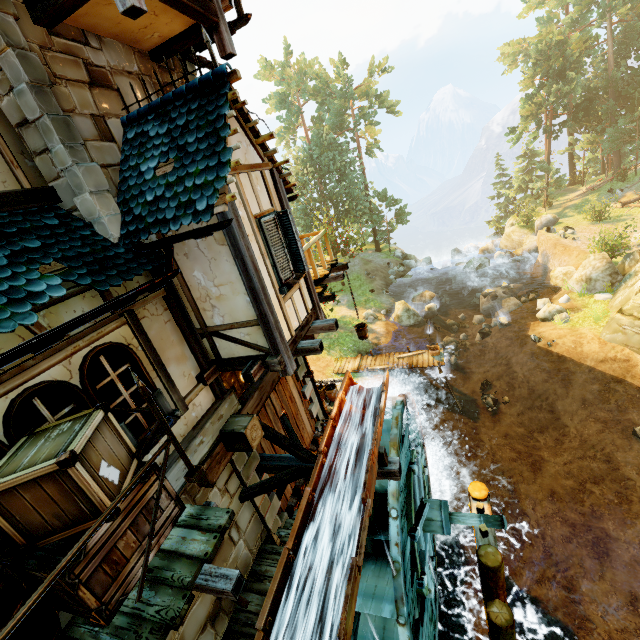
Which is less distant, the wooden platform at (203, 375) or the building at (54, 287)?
the building at (54, 287)

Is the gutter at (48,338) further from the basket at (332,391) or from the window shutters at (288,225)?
the basket at (332,391)

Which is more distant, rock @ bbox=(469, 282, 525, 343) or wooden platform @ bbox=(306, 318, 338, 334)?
rock @ bbox=(469, 282, 525, 343)

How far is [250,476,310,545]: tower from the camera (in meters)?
7.13

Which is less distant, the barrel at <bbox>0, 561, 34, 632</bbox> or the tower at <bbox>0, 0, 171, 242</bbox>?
the barrel at <bbox>0, 561, 34, 632</bbox>

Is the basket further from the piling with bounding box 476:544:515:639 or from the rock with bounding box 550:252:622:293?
the rock with bounding box 550:252:622:293

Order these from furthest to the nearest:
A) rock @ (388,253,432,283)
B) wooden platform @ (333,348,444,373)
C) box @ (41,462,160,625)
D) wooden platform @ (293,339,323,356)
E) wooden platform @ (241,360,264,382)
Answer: rock @ (388,253,432,283) < wooden platform @ (333,348,444,373) < wooden platform @ (293,339,323,356) < wooden platform @ (241,360,264,382) < box @ (41,462,160,625)

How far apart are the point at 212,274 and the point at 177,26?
4.4 meters
